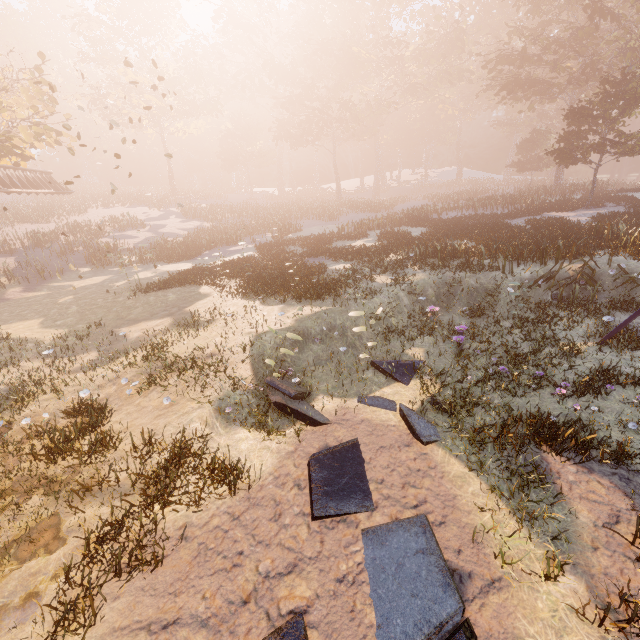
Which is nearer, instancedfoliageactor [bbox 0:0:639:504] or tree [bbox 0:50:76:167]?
instancedfoliageactor [bbox 0:0:639:504]

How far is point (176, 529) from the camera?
5.6 meters

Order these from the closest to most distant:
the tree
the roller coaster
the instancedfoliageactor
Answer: the instancedfoliageactor < the tree < the roller coaster

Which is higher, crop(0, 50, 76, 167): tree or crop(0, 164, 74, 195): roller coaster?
crop(0, 50, 76, 167): tree

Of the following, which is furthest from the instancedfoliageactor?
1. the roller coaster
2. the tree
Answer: the roller coaster

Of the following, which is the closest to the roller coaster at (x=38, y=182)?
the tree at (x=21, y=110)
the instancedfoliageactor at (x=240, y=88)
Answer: the tree at (x=21, y=110)

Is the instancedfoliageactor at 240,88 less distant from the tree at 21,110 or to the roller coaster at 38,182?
the tree at 21,110
